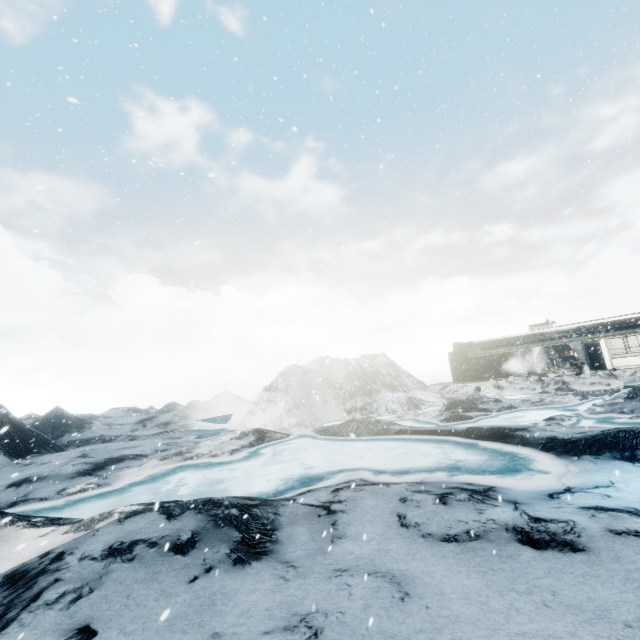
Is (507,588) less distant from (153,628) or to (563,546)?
(563,546)
